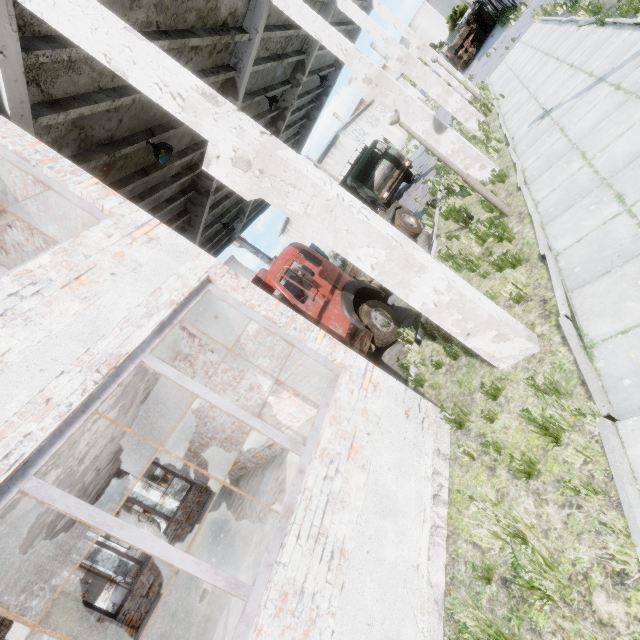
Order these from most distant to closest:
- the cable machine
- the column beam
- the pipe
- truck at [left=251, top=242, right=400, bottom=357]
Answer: the cable machine → the pipe → truck at [left=251, top=242, right=400, bottom=357] → the column beam

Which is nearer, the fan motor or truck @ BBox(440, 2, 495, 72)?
the fan motor

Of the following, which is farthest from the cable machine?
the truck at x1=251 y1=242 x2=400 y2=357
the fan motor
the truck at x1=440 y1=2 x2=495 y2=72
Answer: the truck at x1=440 y1=2 x2=495 y2=72

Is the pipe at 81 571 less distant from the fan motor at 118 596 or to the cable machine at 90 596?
the fan motor at 118 596

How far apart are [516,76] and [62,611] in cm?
2450

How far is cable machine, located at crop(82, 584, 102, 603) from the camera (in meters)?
23.94

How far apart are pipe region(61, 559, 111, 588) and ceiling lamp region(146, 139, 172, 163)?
27.4 meters

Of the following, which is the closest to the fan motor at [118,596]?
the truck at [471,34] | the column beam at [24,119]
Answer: Result: the column beam at [24,119]
